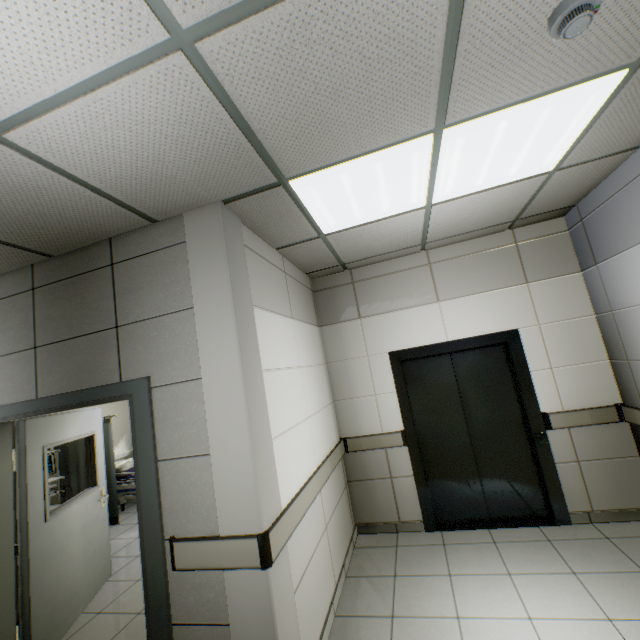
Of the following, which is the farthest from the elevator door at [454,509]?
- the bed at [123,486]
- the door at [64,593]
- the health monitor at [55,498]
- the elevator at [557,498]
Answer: the health monitor at [55,498]

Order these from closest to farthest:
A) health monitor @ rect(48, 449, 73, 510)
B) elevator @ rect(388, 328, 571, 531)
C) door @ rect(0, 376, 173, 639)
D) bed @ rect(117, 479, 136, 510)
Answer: door @ rect(0, 376, 173, 639), elevator @ rect(388, 328, 571, 531), health monitor @ rect(48, 449, 73, 510), bed @ rect(117, 479, 136, 510)

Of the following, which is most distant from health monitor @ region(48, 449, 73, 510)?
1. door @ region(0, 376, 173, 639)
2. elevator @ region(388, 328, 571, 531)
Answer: elevator @ region(388, 328, 571, 531)

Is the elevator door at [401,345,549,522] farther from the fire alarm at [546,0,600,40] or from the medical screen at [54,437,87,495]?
the medical screen at [54,437,87,495]

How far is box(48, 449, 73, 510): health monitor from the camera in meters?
5.0

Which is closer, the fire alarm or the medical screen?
the fire alarm

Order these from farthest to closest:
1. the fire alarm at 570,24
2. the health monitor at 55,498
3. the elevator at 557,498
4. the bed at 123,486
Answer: the bed at 123,486, the health monitor at 55,498, the elevator at 557,498, the fire alarm at 570,24

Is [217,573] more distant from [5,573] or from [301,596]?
[5,573]
